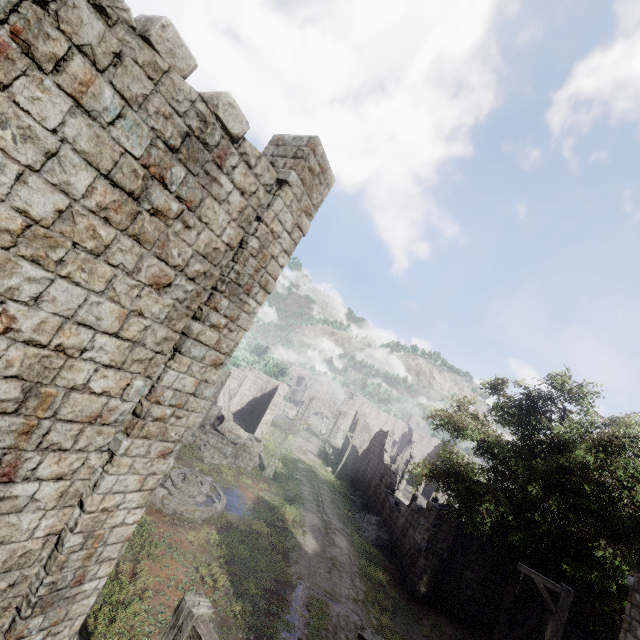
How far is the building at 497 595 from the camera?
17.56m

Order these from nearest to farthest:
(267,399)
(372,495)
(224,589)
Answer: (224,589) → (372,495) → (267,399)

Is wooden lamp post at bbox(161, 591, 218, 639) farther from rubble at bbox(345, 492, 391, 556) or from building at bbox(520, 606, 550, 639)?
rubble at bbox(345, 492, 391, 556)

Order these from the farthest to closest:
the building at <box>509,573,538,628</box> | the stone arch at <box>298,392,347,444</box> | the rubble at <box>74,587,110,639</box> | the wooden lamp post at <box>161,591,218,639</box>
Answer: the stone arch at <box>298,392,347,444</box> < the building at <box>509,573,538,628</box> < the rubble at <box>74,587,110,639</box> < the wooden lamp post at <box>161,591,218,639</box>

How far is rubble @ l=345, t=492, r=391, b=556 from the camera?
21.7 meters

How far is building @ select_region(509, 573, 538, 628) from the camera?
17.53m

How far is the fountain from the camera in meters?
13.7 m

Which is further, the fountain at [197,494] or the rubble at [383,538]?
the rubble at [383,538]
